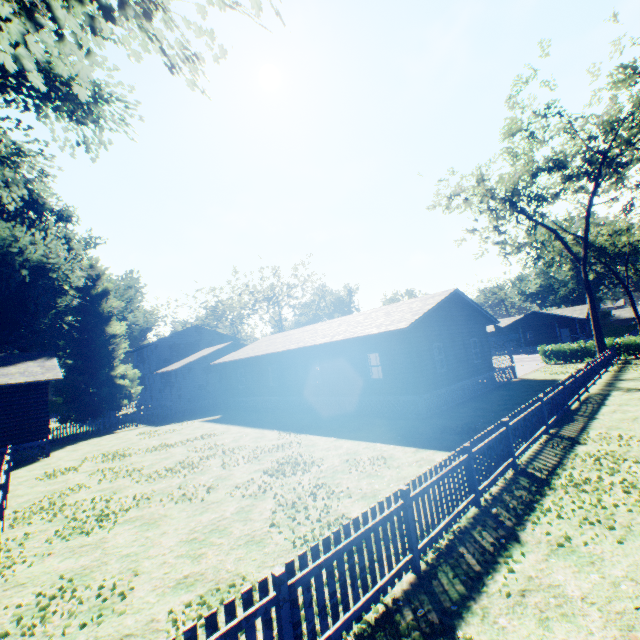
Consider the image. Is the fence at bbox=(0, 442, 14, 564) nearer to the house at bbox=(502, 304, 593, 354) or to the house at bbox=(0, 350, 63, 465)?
the house at bbox=(0, 350, 63, 465)

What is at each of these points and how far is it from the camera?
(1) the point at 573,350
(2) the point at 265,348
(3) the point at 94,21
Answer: (1) hedge, 30.78m
(2) flat, 26.09m
(3) plant, 5.65m

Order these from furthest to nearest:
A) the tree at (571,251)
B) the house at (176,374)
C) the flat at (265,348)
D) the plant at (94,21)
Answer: the house at (176,374)
the tree at (571,251)
the flat at (265,348)
the plant at (94,21)

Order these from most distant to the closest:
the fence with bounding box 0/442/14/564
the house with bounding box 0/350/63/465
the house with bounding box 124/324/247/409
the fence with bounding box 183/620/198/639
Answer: the house with bounding box 124/324/247/409, the house with bounding box 0/350/63/465, the fence with bounding box 0/442/14/564, the fence with bounding box 183/620/198/639

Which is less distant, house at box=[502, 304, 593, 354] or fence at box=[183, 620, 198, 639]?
fence at box=[183, 620, 198, 639]

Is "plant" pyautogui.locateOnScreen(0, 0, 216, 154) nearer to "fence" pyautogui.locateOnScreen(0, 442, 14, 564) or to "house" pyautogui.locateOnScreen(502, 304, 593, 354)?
"fence" pyautogui.locateOnScreen(0, 442, 14, 564)

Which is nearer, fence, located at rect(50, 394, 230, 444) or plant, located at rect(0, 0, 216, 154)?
plant, located at rect(0, 0, 216, 154)

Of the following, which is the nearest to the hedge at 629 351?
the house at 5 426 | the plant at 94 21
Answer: the plant at 94 21
